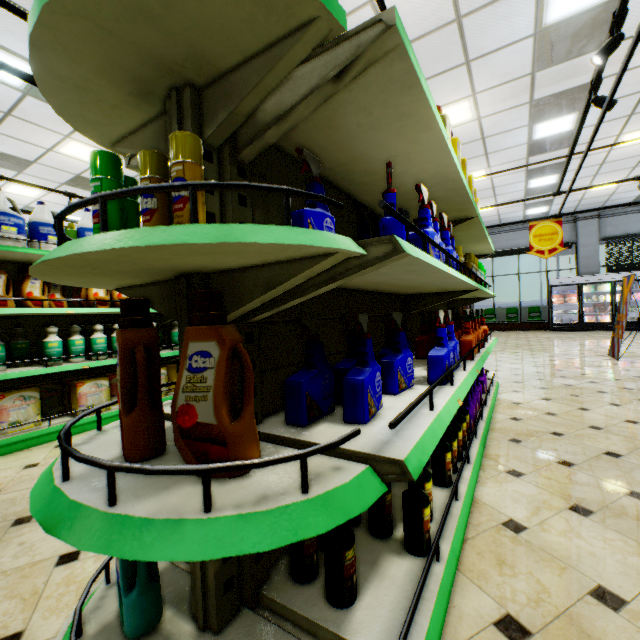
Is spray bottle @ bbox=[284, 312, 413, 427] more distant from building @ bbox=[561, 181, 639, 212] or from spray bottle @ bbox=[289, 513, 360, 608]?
building @ bbox=[561, 181, 639, 212]

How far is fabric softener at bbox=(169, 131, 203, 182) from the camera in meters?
0.8

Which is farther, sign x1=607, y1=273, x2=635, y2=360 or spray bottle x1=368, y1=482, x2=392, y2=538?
sign x1=607, y1=273, x2=635, y2=360

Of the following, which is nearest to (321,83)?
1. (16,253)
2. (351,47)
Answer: (351,47)

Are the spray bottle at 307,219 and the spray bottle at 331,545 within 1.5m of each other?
yes

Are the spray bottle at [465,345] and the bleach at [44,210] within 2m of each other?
no

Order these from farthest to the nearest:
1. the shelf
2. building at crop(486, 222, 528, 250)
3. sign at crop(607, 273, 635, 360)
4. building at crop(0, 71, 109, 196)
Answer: building at crop(486, 222, 528, 250) < sign at crop(607, 273, 635, 360) < building at crop(0, 71, 109, 196) < the shelf

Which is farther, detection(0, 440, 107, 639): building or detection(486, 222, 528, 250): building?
detection(486, 222, 528, 250): building
